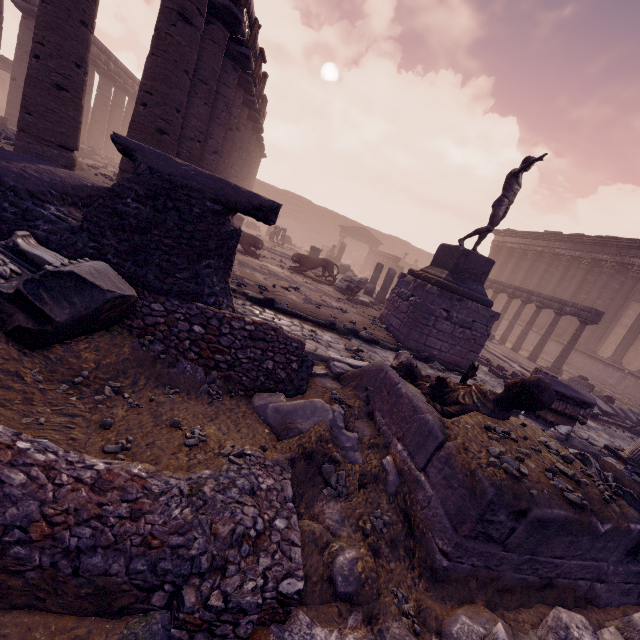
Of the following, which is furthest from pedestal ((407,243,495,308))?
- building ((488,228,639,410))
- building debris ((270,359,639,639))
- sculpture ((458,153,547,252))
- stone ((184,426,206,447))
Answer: building ((488,228,639,410))

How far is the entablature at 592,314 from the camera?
12.92m

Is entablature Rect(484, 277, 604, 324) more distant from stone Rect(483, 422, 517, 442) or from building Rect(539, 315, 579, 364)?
stone Rect(483, 422, 517, 442)

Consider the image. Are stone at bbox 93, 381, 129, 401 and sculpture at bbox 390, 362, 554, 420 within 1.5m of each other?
no

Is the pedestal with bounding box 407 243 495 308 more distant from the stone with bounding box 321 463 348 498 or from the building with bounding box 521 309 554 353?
the building with bounding box 521 309 554 353

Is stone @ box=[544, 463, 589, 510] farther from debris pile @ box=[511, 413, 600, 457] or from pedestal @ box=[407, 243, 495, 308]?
pedestal @ box=[407, 243, 495, 308]

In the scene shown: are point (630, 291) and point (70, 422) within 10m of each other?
no

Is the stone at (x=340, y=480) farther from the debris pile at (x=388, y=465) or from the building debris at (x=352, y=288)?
the building debris at (x=352, y=288)
